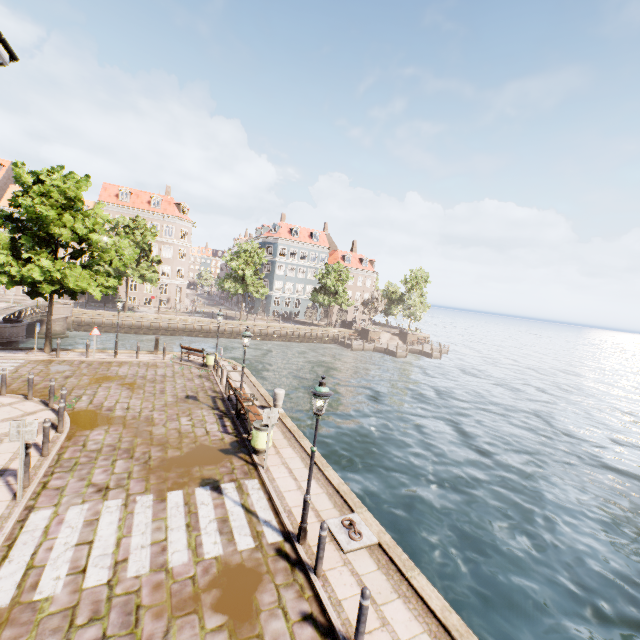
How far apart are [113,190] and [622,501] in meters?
60.4 m

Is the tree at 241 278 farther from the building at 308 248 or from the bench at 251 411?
the bench at 251 411

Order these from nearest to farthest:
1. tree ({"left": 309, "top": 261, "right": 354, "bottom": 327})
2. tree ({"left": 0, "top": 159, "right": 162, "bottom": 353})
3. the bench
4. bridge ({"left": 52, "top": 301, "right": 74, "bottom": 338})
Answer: the bench → tree ({"left": 0, "top": 159, "right": 162, "bottom": 353}) → bridge ({"left": 52, "top": 301, "right": 74, "bottom": 338}) → tree ({"left": 309, "top": 261, "right": 354, "bottom": 327})

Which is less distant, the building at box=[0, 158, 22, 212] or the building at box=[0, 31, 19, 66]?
the building at box=[0, 31, 19, 66]

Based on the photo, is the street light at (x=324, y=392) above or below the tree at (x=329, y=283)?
below

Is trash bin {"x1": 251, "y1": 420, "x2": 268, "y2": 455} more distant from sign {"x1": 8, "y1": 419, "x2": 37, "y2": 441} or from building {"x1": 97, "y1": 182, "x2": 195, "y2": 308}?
building {"x1": 97, "y1": 182, "x2": 195, "y2": 308}

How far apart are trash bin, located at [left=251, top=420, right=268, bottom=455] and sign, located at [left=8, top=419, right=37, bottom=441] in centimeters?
548cm

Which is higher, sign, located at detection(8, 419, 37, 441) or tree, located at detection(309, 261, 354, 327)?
tree, located at detection(309, 261, 354, 327)
